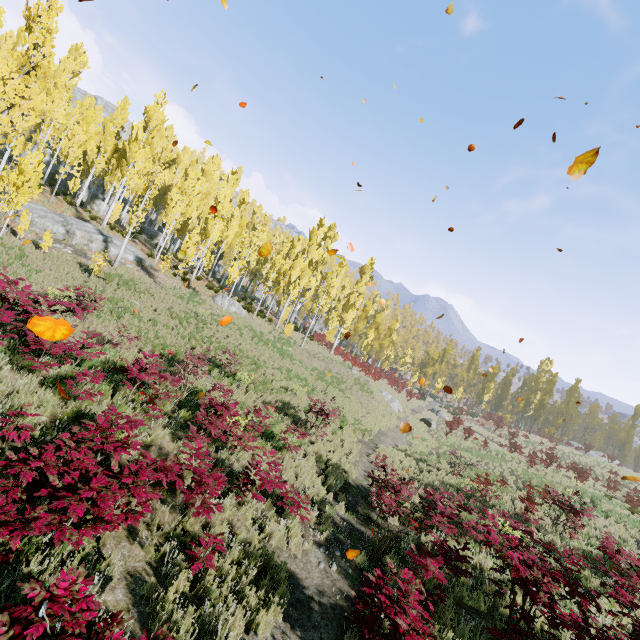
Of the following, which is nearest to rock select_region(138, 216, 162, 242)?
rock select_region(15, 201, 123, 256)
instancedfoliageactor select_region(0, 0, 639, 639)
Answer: instancedfoliageactor select_region(0, 0, 639, 639)

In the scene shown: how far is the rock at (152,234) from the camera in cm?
3606

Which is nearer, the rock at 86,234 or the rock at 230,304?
the rock at 86,234

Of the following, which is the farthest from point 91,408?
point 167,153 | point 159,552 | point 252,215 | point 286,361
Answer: point 252,215

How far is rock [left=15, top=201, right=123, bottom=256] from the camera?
19.4 meters

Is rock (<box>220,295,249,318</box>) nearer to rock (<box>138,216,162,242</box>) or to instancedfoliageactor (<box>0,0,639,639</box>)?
instancedfoliageactor (<box>0,0,639,639</box>)
